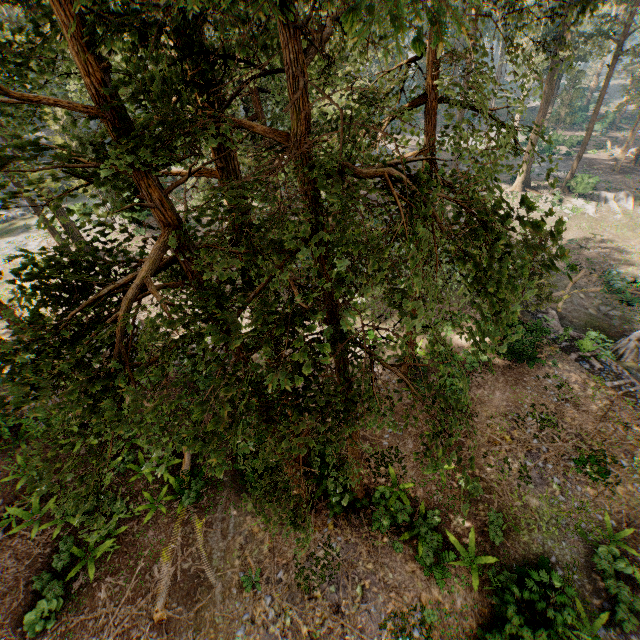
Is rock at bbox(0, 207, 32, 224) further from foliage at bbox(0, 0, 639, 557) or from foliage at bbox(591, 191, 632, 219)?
foliage at bbox(591, 191, 632, 219)

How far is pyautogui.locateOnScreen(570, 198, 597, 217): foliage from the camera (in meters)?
34.16

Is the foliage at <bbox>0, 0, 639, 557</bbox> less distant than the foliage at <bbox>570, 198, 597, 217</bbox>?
Yes

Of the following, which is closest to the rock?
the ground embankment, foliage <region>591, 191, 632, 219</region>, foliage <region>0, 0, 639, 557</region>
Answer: foliage <region>0, 0, 639, 557</region>

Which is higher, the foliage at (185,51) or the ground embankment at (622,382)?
the foliage at (185,51)

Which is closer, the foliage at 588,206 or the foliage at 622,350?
the foliage at 622,350

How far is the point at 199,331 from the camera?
3.7m
